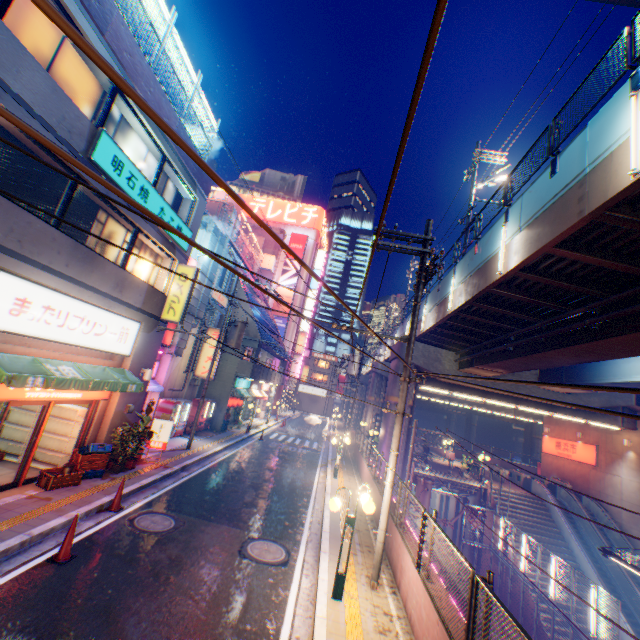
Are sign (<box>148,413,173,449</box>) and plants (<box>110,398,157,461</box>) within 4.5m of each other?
yes

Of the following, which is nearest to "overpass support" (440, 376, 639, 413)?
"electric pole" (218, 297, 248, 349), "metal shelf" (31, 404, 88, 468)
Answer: "electric pole" (218, 297, 248, 349)

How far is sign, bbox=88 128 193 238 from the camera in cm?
875

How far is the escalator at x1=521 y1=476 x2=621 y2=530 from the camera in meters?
22.9 m

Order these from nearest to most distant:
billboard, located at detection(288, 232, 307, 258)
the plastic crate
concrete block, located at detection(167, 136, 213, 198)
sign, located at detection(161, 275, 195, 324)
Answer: the plastic crate, concrete block, located at detection(167, 136, 213, 198), sign, located at detection(161, 275, 195, 324), billboard, located at detection(288, 232, 307, 258)

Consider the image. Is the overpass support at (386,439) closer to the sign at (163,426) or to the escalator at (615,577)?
the escalator at (615,577)

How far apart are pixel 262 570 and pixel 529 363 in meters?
15.1

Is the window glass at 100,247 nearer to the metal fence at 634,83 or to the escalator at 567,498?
the metal fence at 634,83
